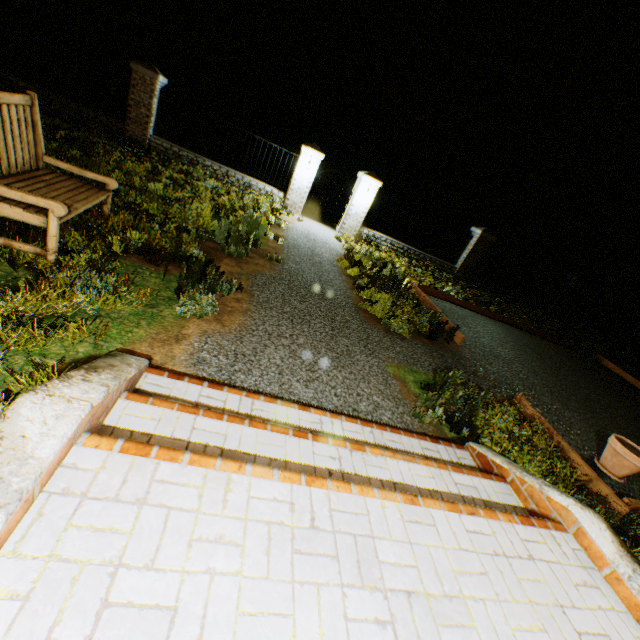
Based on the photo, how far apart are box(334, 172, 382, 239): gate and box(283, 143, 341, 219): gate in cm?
143

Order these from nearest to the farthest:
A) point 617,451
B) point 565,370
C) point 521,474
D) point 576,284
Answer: point 521,474 → point 617,451 → point 565,370 → point 576,284

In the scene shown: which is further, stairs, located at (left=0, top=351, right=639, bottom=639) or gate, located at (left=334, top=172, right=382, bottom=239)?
gate, located at (left=334, top=172, right=382, bottom=239)

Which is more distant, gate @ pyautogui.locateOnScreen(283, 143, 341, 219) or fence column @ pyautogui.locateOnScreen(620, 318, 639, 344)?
fence column @ pyautogui.locateOnScreen(620, 318, 639, 344)

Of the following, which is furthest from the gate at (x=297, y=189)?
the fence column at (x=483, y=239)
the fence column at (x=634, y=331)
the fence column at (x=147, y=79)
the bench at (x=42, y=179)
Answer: the fence column at (x=634, y=331)

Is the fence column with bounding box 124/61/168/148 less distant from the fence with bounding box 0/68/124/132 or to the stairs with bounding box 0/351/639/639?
the fence with bounding box 0/68/124/132

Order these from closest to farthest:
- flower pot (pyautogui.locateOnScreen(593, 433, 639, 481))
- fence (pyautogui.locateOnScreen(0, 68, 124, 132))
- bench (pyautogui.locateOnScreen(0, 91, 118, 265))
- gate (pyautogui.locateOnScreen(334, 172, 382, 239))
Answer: bench (pyautogui.locateOnScreen(0, 91, 118, 265))
flower pot (pyautogui.locateOnScreen(593, 433, 639, 481))
fence (pyautogui.locateOnScreen(0, 68, 124, 132))
gate (pyautogui.locateOnScreen(334, 172, 382, 239))

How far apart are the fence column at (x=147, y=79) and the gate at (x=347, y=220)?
6.9m
